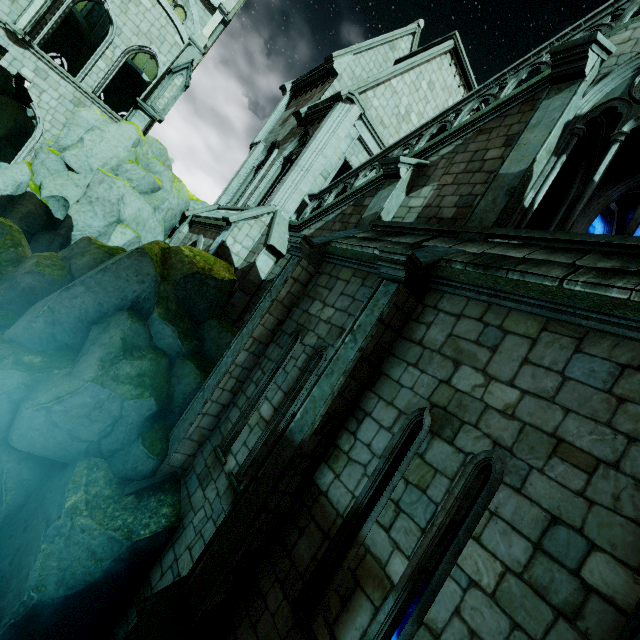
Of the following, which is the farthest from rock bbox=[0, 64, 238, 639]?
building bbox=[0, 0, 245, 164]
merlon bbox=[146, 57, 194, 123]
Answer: merlon bbox=[146, 57, 194, 123]

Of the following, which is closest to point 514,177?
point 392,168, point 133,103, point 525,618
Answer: point 392,168

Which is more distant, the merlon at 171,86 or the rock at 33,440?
the merlon at 171,86

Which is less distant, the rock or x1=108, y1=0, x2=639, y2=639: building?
x1=108, y1=0, x2=639, y2=639: building

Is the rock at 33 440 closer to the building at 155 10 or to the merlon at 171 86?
the building at 155 10

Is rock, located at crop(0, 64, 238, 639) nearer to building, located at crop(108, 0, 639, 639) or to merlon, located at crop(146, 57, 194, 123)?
building, located at crop(108, 0, 639, 639)

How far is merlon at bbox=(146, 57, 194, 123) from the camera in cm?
1636
